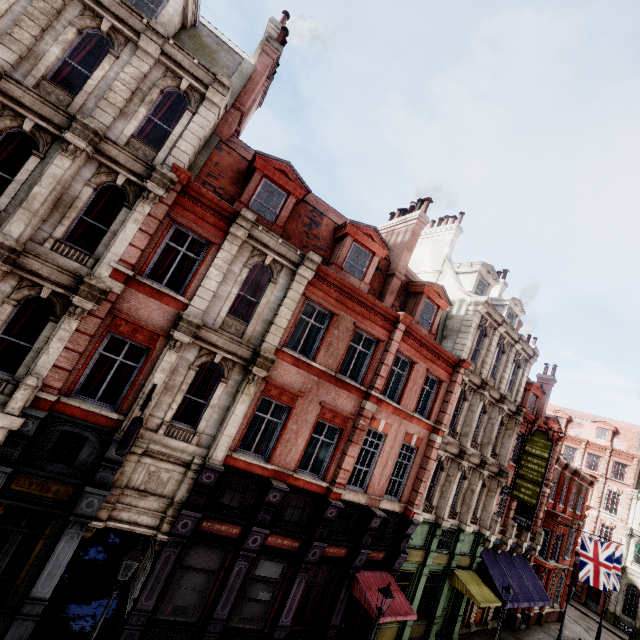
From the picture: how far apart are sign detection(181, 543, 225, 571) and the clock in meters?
4.4

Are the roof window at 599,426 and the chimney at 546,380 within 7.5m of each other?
no

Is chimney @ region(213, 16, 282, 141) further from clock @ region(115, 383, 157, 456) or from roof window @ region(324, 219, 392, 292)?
clock @ region(115, 383, 157, 456)

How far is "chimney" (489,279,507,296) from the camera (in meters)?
25.88

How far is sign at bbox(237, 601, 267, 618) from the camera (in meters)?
11.30

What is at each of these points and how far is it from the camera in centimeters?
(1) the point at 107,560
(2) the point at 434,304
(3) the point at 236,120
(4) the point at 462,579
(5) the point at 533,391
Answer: (1) tunnel, 1321cm
(2) roof window, 1711cm
(3) chimney, 1341cm
(4) awning, 1734cm
(5) roof window, 2420cm

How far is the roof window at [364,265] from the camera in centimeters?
1402cm

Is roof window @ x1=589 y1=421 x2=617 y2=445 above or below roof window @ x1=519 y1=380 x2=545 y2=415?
above
